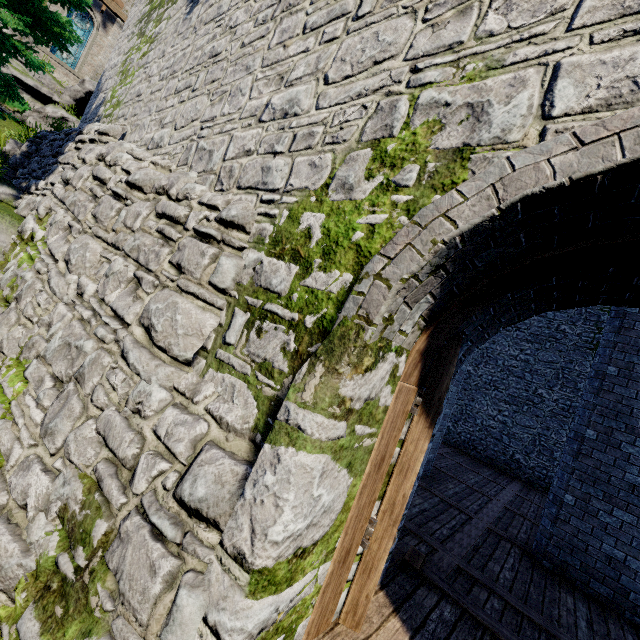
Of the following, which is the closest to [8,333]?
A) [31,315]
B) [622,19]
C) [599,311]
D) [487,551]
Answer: [31,315]

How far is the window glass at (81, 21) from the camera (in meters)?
20.25

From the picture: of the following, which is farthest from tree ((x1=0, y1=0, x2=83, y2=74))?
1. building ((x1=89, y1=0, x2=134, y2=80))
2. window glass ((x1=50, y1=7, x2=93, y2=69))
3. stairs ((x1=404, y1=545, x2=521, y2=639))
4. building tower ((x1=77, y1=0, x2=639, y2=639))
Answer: stairs ((x1=404, y1=545, x2=521, y2=639))

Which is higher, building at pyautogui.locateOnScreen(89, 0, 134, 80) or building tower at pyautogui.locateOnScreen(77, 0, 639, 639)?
building at pyautogui.locateOnScreen(89, 0, 134, 80)

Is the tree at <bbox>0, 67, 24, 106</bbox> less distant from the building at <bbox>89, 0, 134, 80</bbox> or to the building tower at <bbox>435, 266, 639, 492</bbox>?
the building tower at <bbox>435, 266, 639, 492</bbox>

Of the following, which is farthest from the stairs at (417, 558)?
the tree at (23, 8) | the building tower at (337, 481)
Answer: the tree at (23, 8)

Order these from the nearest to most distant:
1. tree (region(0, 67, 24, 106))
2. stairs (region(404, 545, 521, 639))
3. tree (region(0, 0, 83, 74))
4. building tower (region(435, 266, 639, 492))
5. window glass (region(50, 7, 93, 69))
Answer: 1. building tower (region(435, 266, 639, 492))
2. stairs (region(404, 545, 521, 639))
3. tree (region(0, 0, 83, 74))
4. tree (region(0, 67, 24, 106))
5. window glass (region(50, 7, 93, 69))

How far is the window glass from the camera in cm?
2025
